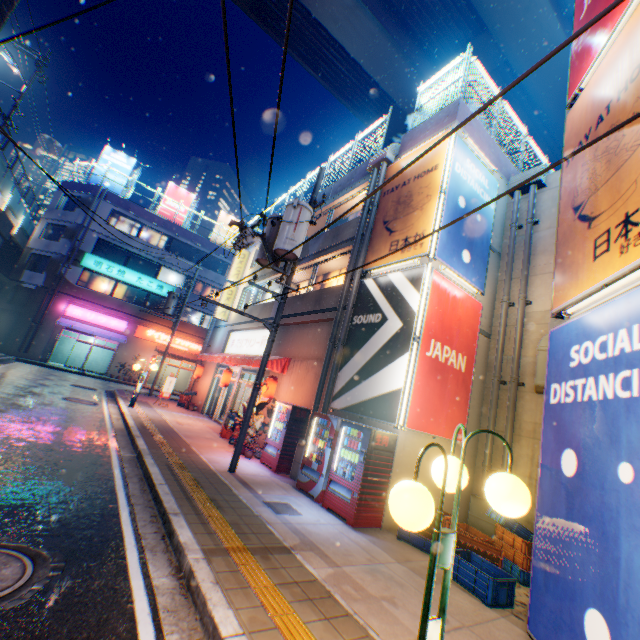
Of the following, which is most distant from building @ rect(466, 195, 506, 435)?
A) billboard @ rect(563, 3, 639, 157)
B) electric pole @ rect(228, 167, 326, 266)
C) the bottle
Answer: billboard @ rect(563, 3, 639, 157)

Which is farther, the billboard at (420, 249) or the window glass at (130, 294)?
the window glass at (130, 294)

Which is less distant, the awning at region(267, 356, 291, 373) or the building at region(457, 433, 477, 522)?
the building at region(457, 433, 477, 522)

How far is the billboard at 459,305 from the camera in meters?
8.2 m

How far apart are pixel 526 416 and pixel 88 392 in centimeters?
2028cm

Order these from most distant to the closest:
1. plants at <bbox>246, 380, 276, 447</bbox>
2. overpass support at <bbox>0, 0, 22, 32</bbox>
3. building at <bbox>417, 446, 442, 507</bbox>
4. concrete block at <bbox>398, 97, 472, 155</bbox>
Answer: overpass support at <bbox>0, 0, 22, 32</bbox>, plants at <bbox>246, 380, 276, 447</bbox>, concrete block at <bbox>398, 97, 472, 155</bbox>, building at <bbox>417, 446, 442, 507</bbox>

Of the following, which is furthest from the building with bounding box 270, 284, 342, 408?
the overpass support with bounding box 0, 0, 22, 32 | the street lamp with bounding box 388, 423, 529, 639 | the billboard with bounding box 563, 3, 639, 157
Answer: the street lamp with bounding box 388, 423, 529, 639

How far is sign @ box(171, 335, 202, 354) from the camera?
31.56m
